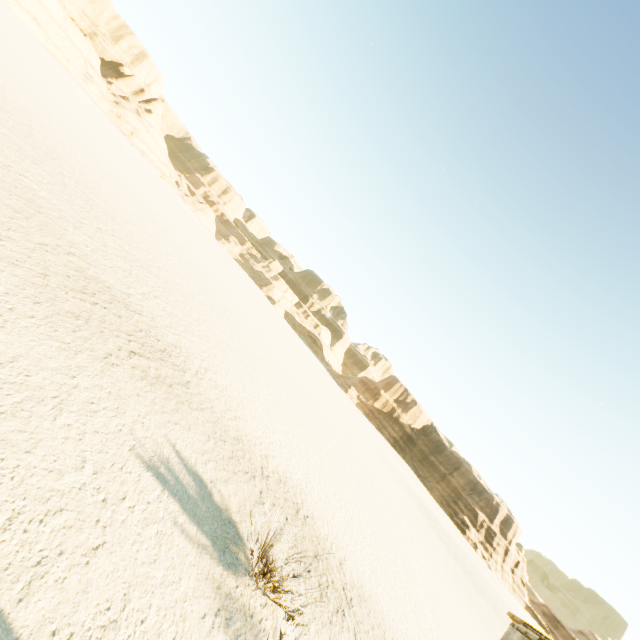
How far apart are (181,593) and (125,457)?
2.17m
